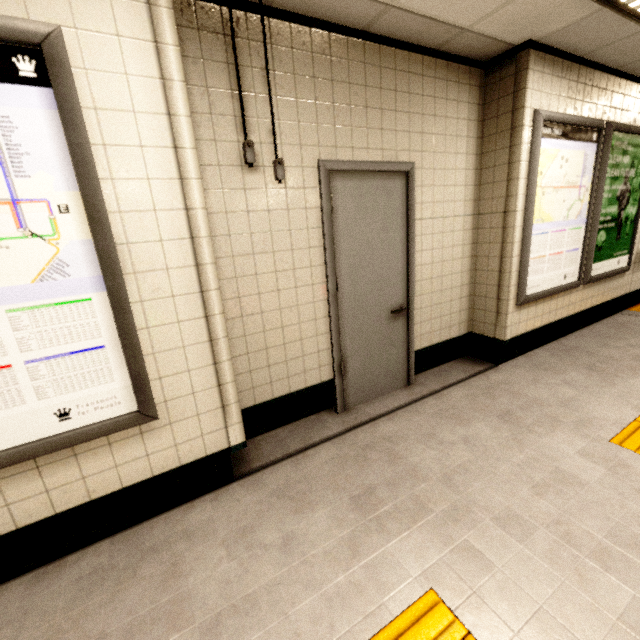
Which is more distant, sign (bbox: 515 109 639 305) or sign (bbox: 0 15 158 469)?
sign (bbox: 515 109 639 305)

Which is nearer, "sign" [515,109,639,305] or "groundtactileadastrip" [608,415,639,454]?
"groundtactileadastrip" [608,415,639,454]

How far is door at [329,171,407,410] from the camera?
2.6m

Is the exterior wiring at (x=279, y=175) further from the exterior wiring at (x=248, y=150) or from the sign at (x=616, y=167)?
the sign at (x=616, y=167)

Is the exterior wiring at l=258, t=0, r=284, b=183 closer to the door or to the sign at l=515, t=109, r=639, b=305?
the door

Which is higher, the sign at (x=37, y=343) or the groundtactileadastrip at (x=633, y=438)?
the sign at (x=37, y=343)

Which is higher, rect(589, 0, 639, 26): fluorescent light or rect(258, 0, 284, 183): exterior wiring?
rect(589, 0, 639, 26): fluorescent light

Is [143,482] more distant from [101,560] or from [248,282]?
[248,282]
